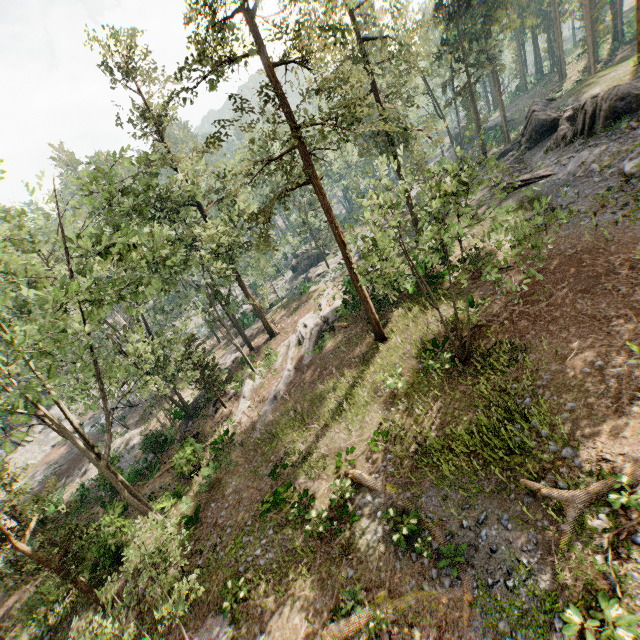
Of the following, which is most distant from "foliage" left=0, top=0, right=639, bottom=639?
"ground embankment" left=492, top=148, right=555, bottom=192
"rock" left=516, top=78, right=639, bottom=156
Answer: "ground embankment" left=492, top=148, right=555, bottom=192

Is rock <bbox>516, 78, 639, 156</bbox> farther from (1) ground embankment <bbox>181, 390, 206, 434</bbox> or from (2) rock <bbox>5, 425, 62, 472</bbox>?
(2) rock <bbox>5, 425, 62, 472</bbox>

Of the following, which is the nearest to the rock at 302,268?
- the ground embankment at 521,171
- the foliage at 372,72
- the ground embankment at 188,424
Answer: the foliage at 372,72

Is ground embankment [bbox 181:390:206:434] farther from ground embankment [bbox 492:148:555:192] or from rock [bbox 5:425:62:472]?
ground embankment [bbox 492:148:555:192]

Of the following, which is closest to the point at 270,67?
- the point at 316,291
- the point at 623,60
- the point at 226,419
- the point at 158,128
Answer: the point at 158,128

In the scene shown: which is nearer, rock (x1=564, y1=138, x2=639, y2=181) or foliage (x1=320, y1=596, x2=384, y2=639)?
foliage (x1=320, y1=596, x2=384, y2=639)

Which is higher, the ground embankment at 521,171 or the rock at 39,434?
the ground embankment at 521,171
